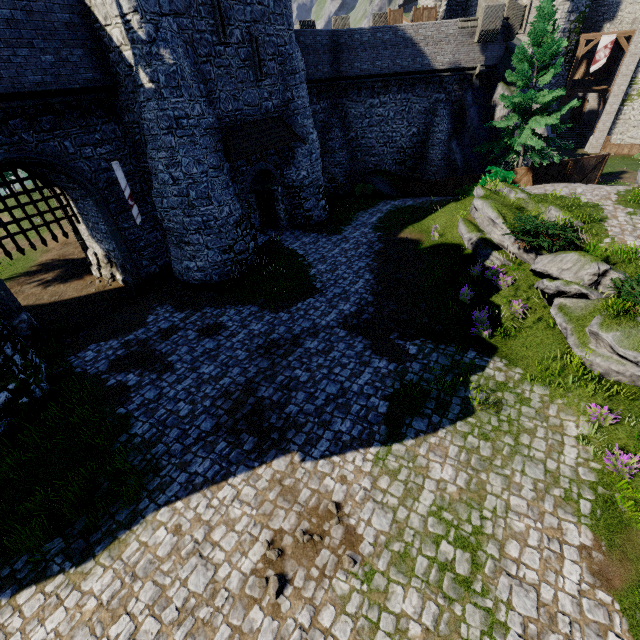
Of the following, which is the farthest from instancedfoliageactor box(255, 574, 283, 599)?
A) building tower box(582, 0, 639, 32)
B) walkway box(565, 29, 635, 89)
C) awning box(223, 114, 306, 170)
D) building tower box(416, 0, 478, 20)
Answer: building tower box(582, 0, 639, 32)

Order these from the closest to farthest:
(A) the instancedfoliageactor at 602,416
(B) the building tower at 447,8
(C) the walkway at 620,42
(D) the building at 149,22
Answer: (A) the instancedfoliageactor at 602,416 → (D) the building at 149,22 → (B) the building tower at 447,8 → (C) the walkway at 620,42

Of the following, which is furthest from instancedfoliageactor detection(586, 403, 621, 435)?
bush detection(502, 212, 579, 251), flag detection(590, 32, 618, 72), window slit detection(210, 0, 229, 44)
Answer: flag detection(590, 32, 618, 72)

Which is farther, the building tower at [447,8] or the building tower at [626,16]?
the building tower at [626,16]

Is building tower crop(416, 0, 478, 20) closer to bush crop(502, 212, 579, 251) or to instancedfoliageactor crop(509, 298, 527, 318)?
bush crop(502, 212, 579, 251)

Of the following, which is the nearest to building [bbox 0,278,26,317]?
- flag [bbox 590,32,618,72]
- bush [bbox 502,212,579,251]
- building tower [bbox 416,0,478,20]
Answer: building tower [bbox 416,0,478,20]

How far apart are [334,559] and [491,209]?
15.4m

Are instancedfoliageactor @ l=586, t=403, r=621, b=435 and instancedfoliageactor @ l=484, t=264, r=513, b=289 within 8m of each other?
yes
